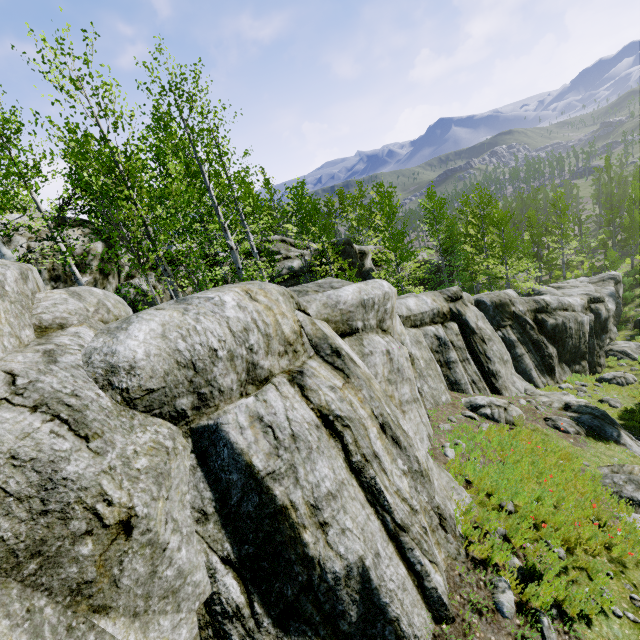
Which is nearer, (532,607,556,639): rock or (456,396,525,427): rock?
(532,607,556,639): rock

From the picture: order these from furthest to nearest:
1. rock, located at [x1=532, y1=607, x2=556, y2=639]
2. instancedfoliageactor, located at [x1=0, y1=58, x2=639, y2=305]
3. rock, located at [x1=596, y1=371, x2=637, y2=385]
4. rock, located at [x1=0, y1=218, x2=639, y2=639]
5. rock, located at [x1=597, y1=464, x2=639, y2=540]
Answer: rock, located at [x1=596, y1=371, x2=637, y2=385], instancedfoliageactor, located at [x1=0, y1=58, x2=639, y2=305], rock, located at [x1=597, y1=464, x2=639, y2=540], rock, located at [x1=532, y1=607, x2=556, y2=639], rock, located at [x1=0, y1=218, x2=639, y2=639]

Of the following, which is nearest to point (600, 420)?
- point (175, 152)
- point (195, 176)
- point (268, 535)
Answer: point (268, 535)

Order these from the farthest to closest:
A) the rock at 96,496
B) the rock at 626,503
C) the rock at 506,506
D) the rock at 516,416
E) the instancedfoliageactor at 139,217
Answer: the rock at 516,416 → the instancedfoliageactor at 139,217 → the rock at 626,503 → the rock at 506,506 → the rock at 96,496

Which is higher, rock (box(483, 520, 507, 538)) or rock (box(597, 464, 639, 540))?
rock (box(483, 520, 507, 538))

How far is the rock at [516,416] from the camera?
10.16m
